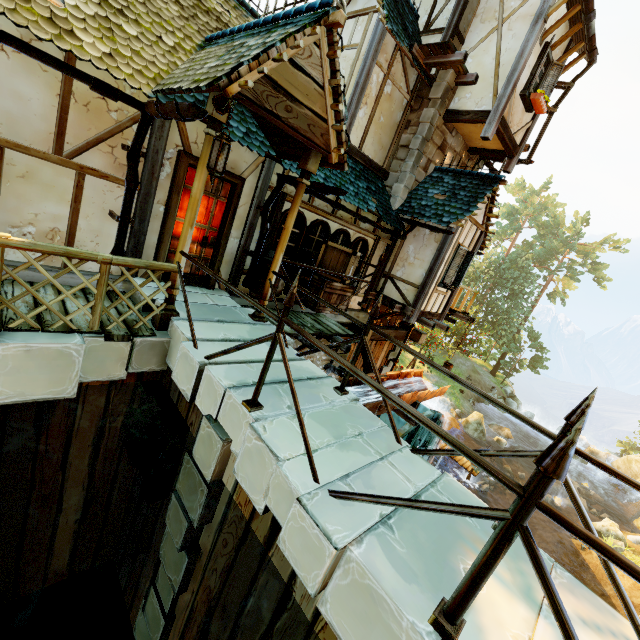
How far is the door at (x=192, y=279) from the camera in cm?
607

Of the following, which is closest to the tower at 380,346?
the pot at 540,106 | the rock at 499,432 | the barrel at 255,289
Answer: the pot at 540,106

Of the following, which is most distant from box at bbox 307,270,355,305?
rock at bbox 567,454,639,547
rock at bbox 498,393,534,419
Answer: rock at bbox 498,393,534,419

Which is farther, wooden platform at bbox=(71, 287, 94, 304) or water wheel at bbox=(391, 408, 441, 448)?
water wheel at bbox=(391, 408, 441, 448)

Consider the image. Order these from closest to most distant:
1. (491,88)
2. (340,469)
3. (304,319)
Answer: (340,469) < (304,319) < (491,88)

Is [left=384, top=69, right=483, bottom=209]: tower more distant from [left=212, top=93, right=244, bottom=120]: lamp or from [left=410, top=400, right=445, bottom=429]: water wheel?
[left=212, top=93, right=244, bottom=120]: lamp

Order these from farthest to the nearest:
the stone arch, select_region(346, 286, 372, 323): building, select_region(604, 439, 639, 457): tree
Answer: select_region(604, 439, 639, 457): tree → select_region(346, 286, 372, 323): building → the stone arch

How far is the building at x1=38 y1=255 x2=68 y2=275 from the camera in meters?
4.6 m
